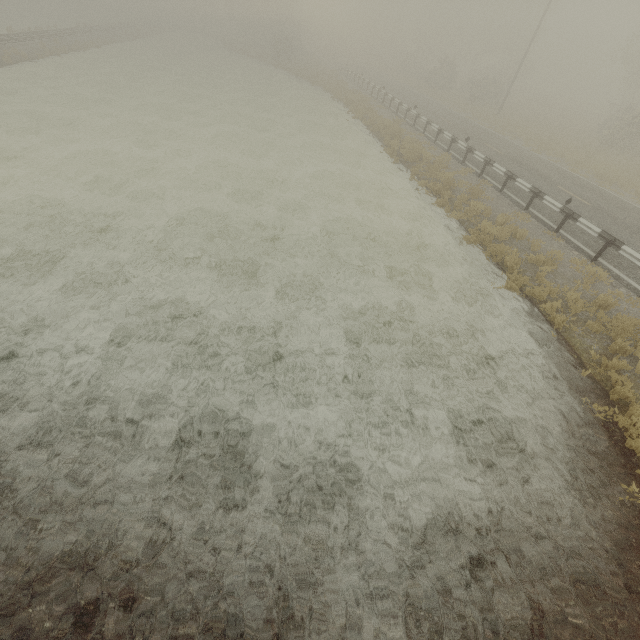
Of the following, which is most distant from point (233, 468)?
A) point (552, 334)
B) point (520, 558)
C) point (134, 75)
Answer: point (134, 75)
